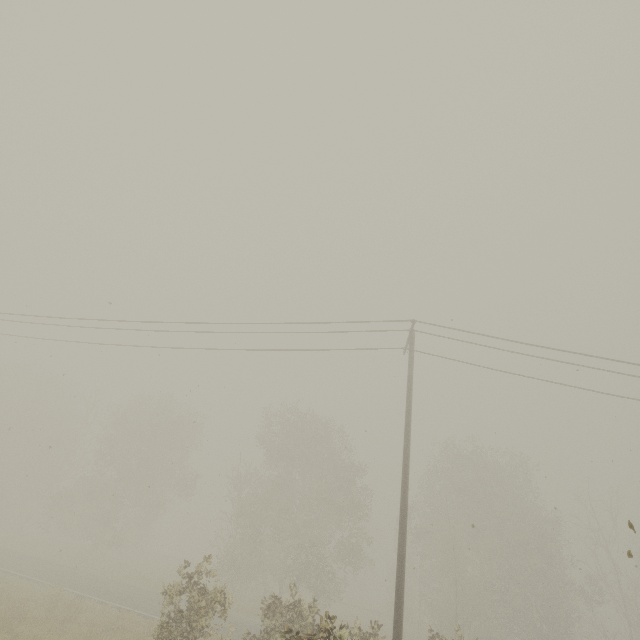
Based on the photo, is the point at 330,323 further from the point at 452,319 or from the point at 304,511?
the point at 304,511

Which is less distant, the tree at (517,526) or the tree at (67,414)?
the tree at (517,526)

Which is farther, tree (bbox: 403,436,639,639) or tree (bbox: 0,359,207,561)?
tree (bbox: 0,359,207,561)
